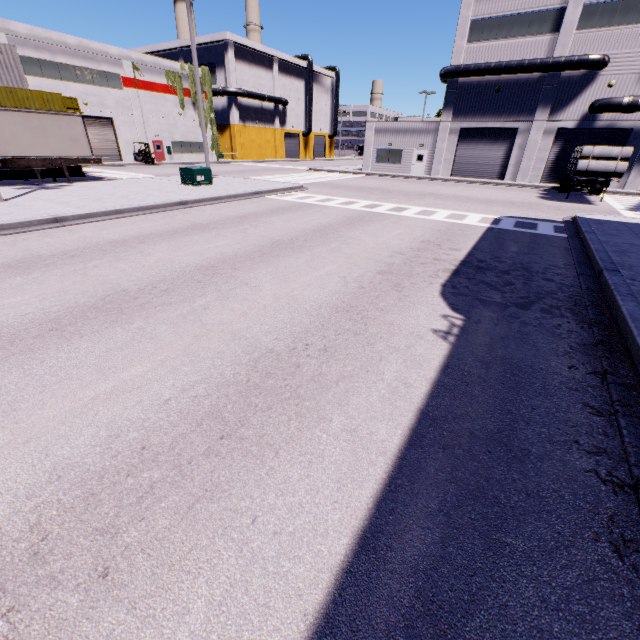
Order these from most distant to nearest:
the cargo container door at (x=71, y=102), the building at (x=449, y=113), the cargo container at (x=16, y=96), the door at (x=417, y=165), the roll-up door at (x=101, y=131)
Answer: the roll-up door at (x=101, y=131) → the door at (x=417, y=165) → the building at (x=449, y=113) → the cargo container door at (x=71, y=102) → the cargo container at (x=16, y=96)

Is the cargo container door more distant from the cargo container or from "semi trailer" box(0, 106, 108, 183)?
"semi trailer" box(0, 106, 108, 183)

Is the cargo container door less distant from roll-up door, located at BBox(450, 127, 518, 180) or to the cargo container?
the cargo container

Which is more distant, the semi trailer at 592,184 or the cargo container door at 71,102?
the cargo container door at 71,102

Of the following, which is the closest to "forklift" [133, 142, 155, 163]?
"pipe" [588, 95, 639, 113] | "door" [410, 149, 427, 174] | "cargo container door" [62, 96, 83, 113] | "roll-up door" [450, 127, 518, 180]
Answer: "cargo container door" [62, 96, 83, 113]

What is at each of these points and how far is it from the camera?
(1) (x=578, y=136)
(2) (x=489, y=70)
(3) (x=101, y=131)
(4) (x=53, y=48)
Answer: (1) roll-up door, 27.27m
(2) vent duct, 27.55m
(3) roll-up door, 35.28m
(4) building, 30.05m

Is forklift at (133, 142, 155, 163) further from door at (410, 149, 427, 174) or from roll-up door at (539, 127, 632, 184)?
roll-up door at (539, 127, 632, 184)

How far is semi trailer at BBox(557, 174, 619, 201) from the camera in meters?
19.2 m
